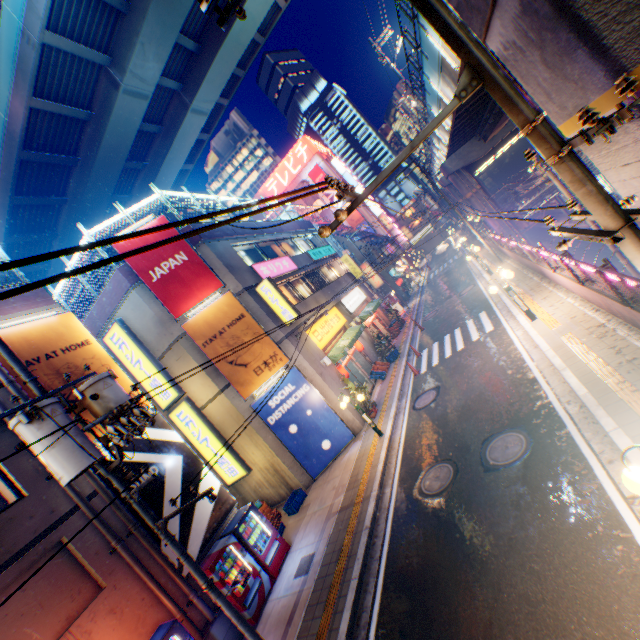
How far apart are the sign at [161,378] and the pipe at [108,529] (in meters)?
6.08

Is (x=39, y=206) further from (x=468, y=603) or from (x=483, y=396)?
(x=468, y=603)

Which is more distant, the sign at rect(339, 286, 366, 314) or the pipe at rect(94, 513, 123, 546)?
the sign at rect(339, 286, 366, 314)

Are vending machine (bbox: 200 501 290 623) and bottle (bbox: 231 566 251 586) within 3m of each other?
yes

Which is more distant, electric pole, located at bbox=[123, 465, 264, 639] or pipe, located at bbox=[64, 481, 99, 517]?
pipe, located at bbox=[64, 481, 99, 517]

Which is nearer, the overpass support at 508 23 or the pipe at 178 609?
the overpass support at 508 23

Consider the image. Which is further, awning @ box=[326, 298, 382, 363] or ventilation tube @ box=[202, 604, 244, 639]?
awning @ box=[326, 298, 382, 363]

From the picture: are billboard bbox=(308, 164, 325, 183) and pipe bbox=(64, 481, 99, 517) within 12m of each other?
no
